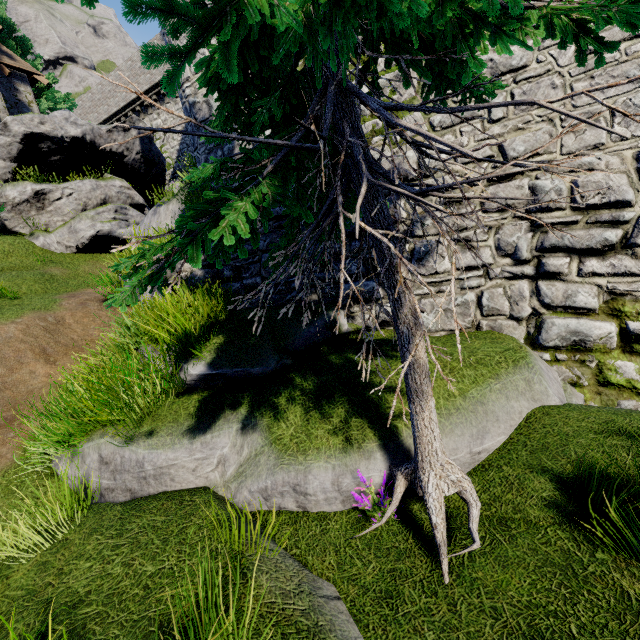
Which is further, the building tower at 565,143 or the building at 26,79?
the building at 26,79

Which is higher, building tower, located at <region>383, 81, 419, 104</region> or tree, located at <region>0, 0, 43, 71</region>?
tree, located at <region>0, 0, 43, 71</region>

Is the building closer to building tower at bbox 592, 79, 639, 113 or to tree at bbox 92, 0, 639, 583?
tree at bbox 92, 0, 639, 583

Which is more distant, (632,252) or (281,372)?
(281,372)

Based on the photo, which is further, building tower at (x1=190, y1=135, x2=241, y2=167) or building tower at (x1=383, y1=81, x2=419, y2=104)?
building tower at (x1=190, y1=135, x2=241, y2=167)

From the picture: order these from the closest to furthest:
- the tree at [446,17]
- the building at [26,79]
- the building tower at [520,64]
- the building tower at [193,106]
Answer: the tree at [446,17]
the building tower at [520,64]
the building tower at [193,106]
the building at [26,79]

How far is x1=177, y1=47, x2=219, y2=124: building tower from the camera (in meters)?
7.02
